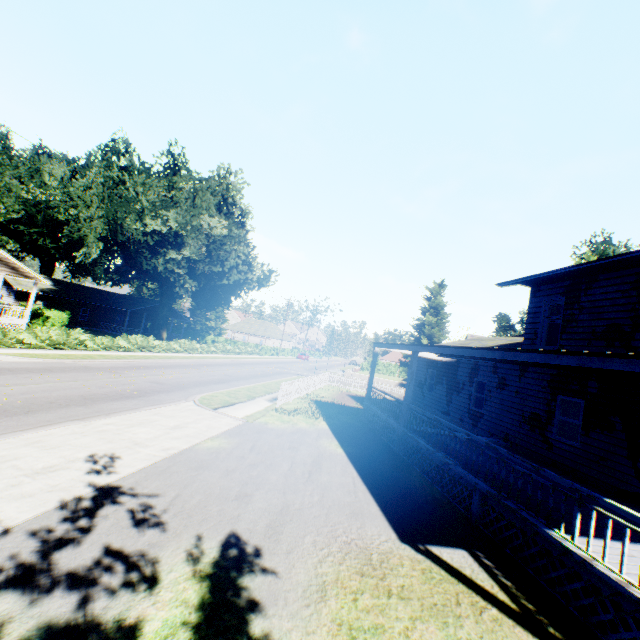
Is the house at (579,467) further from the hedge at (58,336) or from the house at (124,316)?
the house at (124,316)

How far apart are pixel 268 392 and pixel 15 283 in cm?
3503

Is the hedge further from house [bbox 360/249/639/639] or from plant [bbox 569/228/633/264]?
house [bbox 360/249/639/639]

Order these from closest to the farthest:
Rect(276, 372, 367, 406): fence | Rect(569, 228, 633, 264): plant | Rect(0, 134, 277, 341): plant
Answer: Rect(276, 372, 367, 406): fence < Rect(569, 228, 633, 264): plant < Rect(0, 134, 277, 341): plant

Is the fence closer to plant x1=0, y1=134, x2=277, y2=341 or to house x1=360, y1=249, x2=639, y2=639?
plant x1=0, y1=134, x2=277, y2=341

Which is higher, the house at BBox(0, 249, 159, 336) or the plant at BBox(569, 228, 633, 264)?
the plant at BBox(569, 228, 633, 264)

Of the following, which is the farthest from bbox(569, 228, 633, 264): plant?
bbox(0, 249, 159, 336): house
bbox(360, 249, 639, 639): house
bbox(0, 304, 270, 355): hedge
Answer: bbox(0, 249, 159, 336): house

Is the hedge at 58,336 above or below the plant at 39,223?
below
